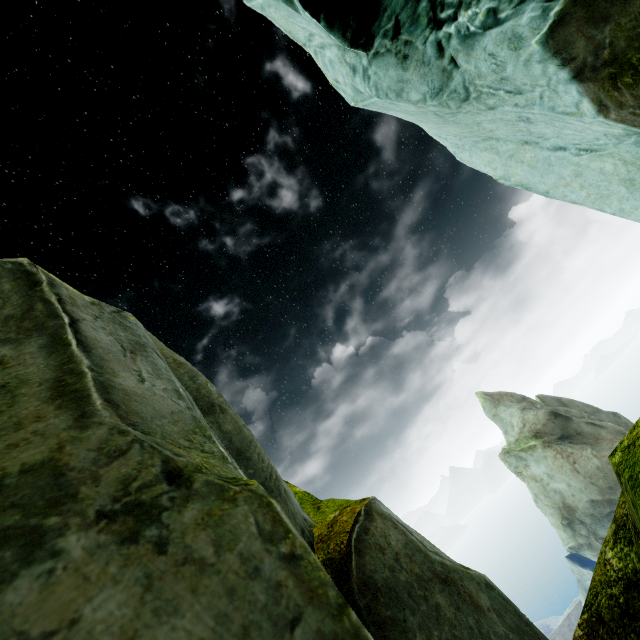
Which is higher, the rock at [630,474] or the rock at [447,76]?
the rock at [447,76]

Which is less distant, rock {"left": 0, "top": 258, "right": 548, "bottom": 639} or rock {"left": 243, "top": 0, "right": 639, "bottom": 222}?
rock {"left": 0, "top": 258, "right": 548, "bottom": 639}

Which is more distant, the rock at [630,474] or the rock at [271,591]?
the rock at [630,474]

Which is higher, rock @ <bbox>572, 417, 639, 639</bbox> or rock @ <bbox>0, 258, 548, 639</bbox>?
rock @ <bbox>0, 258, 548, 639</bbox>

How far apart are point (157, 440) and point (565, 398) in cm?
6064
